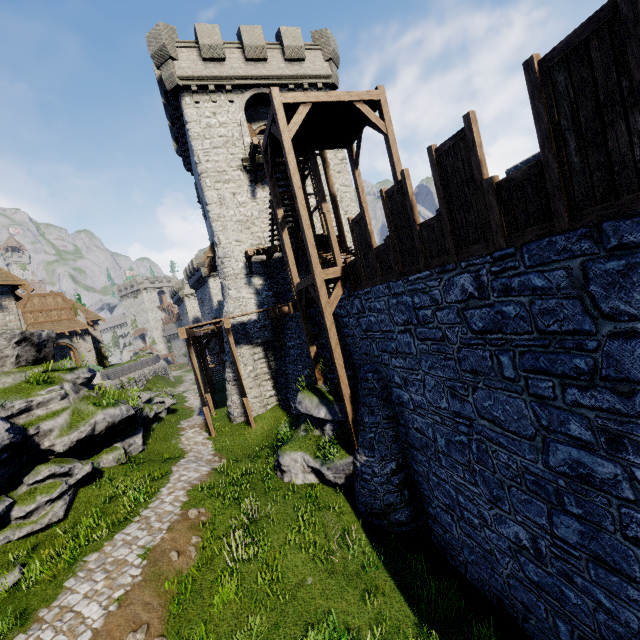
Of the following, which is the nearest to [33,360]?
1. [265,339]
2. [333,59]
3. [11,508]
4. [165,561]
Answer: [11,508]

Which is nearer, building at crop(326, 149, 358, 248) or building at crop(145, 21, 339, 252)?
building at crop(145, 21, 339, 252)

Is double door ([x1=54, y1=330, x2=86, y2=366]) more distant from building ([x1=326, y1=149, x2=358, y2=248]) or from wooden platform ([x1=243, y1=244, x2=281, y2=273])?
wooden platform ([x1=243, y1=244, x2=281, y2=273])

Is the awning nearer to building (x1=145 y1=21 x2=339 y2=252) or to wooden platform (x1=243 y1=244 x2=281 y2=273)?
building (x1=145 y1=21 x2=339 y2=252)

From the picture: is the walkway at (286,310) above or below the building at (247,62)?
below

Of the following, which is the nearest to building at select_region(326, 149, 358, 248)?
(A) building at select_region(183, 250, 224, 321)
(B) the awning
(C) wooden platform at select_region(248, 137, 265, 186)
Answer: (C) wooden platform at select_region(248, 137, 265, 186)

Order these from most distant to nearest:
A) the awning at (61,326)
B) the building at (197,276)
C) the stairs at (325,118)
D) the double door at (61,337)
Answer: the building at (197,276) → the double door at (61,337) → the awning at (61,326) → the stairs at (325,118)

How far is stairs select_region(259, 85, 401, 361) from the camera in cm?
1048
